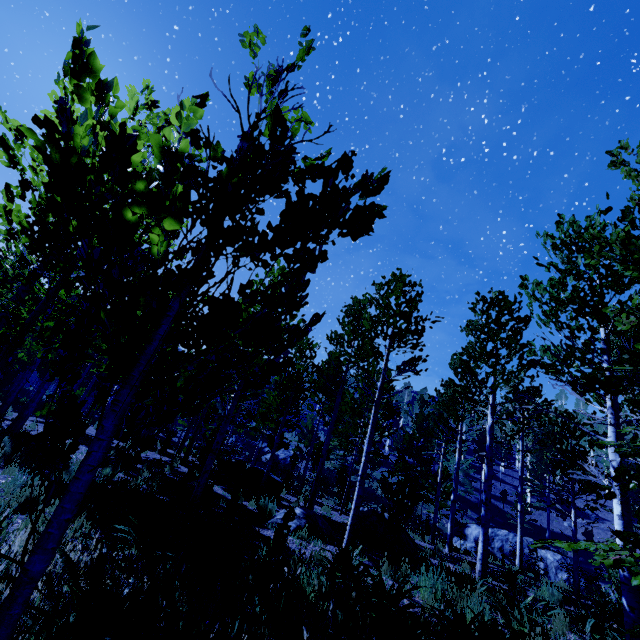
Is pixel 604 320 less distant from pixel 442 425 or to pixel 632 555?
pixel 632 555

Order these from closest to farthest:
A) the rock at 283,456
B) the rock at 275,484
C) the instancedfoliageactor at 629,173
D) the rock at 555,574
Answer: the instancedfoliageactor at 629,173, the rock at 275,484, the rock at 555,574, the rock at 283,456

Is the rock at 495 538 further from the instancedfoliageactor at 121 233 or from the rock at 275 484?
the rock at 275 484

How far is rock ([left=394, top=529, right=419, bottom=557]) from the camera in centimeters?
924cm

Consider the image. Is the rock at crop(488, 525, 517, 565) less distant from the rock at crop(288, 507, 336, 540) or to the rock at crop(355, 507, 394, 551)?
the rock at crop(355, 507, 394, 551)

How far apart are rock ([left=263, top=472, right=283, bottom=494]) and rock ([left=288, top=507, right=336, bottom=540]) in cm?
341

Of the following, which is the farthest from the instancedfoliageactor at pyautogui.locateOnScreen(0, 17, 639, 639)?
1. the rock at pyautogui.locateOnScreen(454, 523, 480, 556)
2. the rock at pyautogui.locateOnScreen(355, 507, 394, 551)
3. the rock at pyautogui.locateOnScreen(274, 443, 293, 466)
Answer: the rock at pyautogui.locateOnScreen(454, 523, 480, 556)

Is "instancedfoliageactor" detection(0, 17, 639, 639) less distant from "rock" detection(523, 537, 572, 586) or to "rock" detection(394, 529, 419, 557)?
"rock" detection(394, 529, 419, 557)
